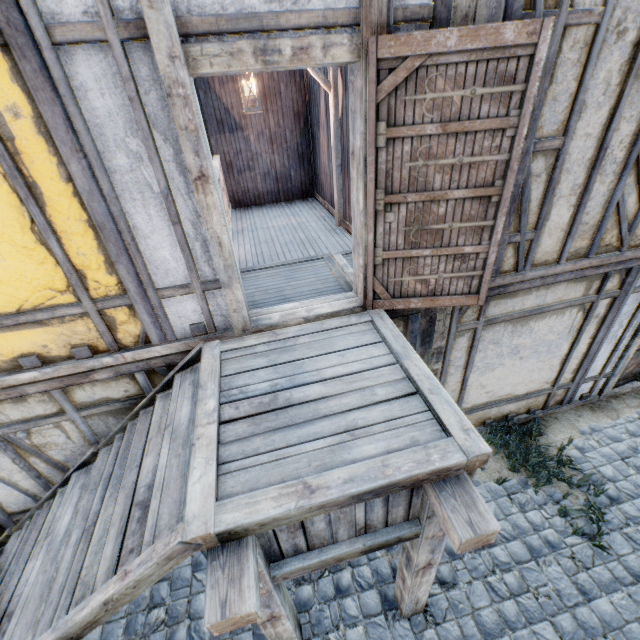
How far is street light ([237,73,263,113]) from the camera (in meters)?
4.38

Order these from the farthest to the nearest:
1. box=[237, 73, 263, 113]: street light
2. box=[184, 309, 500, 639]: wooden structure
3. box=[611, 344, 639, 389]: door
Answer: box=[611, 344, 639, 389]: door, box=[237, 73, 263, 113]: street light, box=[184, 309, 500, 639]: wooden structure

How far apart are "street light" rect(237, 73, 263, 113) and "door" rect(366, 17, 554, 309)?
2.79m

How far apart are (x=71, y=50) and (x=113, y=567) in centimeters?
329cm

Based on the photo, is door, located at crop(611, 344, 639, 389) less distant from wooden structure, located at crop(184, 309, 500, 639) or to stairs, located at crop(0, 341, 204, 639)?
wooden structure, located at crop(184, 309, 500, 639)

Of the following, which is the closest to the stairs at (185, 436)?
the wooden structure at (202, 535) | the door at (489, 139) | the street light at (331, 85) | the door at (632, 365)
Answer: the wooden structure at (202, 535)

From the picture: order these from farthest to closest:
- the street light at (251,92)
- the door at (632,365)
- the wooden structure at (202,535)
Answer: the door at (632,365)
the street light at (251,92)
the wooden structure at (202,535)

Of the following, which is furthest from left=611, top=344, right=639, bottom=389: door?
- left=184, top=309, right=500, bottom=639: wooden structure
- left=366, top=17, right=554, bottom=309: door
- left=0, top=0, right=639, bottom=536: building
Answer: left=184, top=309, right=500, bottom=639: wooden structure
